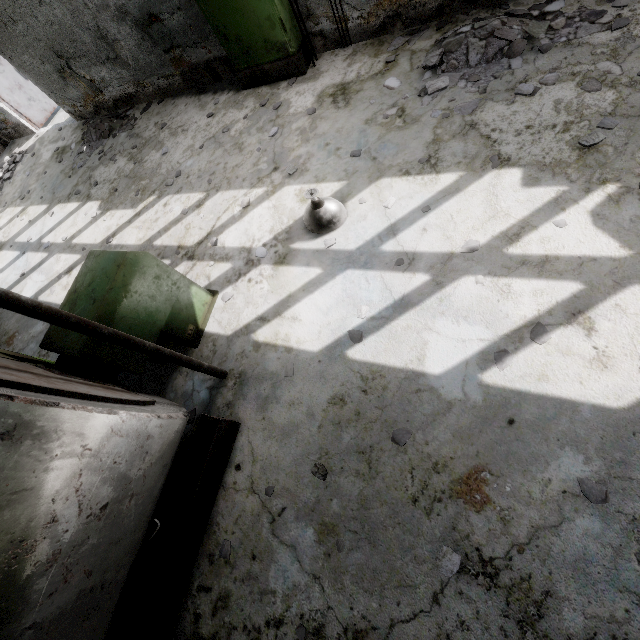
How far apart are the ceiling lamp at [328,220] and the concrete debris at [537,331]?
2.42m

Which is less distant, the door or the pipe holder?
the pipe holder

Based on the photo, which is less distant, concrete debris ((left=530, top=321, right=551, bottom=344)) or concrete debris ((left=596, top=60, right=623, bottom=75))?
concrete debris ((left=530, top=321, right=551, bottom=344))

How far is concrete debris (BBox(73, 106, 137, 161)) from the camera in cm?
790

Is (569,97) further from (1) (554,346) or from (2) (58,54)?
(2) (58,54)

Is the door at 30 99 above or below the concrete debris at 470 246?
above

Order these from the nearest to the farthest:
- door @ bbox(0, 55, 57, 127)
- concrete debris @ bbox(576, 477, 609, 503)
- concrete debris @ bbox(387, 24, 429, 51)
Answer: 1. concrete debris @ bbox(576, 477, 609, 503)
2. concrete debris @ bbox(387, 24, 429, 51)
3. door @ bbox(0, 55, 57, 127)

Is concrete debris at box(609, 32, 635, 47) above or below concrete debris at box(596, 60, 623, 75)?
below
